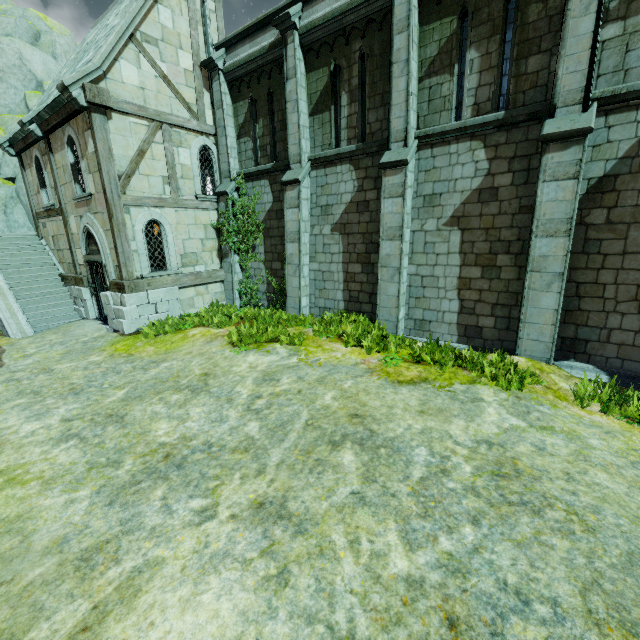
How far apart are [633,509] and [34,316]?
17.5m

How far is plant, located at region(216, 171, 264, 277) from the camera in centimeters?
1262cm

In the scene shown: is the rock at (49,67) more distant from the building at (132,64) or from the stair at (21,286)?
the building at (132,64)

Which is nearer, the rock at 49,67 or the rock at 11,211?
the rock at 11,211

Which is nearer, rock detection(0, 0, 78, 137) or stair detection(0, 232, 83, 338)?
stair detection(0, 232, 83, 338)

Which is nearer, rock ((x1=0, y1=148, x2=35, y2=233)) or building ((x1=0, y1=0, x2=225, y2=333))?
building ((x1=0, y1=0, x2=225, y2=333))

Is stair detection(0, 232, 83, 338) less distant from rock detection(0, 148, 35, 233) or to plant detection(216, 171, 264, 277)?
rock detection(0, 148, 35, 233)
